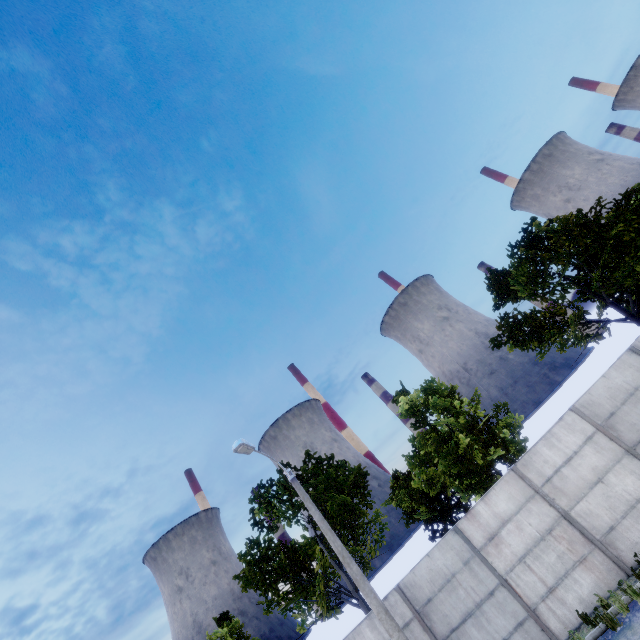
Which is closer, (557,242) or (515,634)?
(515,634)
